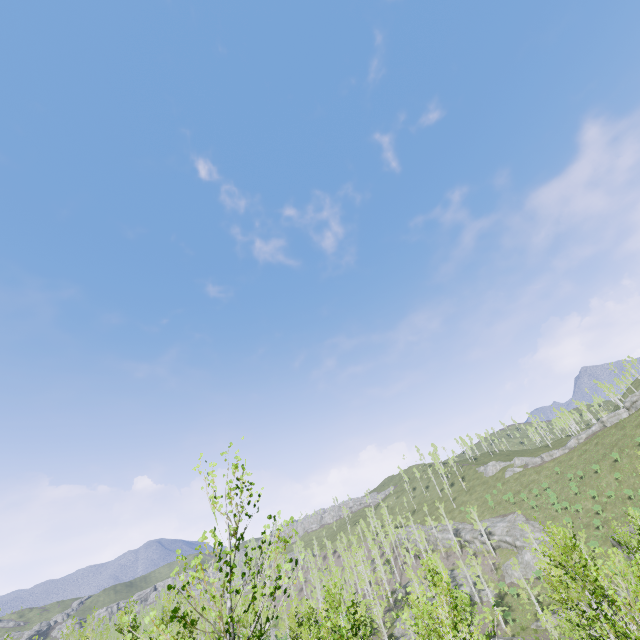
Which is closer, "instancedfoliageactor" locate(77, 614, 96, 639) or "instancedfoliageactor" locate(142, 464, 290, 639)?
"instancedfoliageactor" locate(142, 464, 290, 639)

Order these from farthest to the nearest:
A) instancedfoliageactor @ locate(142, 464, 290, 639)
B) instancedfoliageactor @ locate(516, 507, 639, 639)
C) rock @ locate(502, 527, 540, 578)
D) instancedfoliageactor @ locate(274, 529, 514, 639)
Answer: rock @ locate(502, 527, 540, 578)
instancedfoliageactor @ locate(516, 507, 639, 639)
instancedfoliageactor @ locate(274, 529, 514, 639)
instancedfoliageactor @ locate(142, 464, 290, 639)

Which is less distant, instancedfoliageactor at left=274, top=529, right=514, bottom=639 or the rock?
instancedfoliageactor at left=274, top=529, right=514, bottom=639

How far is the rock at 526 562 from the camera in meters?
51.6

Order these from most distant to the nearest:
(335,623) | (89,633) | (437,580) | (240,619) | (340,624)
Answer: (89,633) → (340,624) → (335,623) → (437,580) → (240,619)

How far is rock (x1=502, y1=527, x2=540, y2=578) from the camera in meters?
51.6

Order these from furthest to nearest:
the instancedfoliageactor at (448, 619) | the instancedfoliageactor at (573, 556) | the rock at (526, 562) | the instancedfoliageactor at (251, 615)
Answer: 1. the rock at (526, 562)
2. the instancedfoliageactor at (573, 556)
3. the instancedfoliageactor at (448, 619)
4. the instancedfoliageactor at (251, 615)
